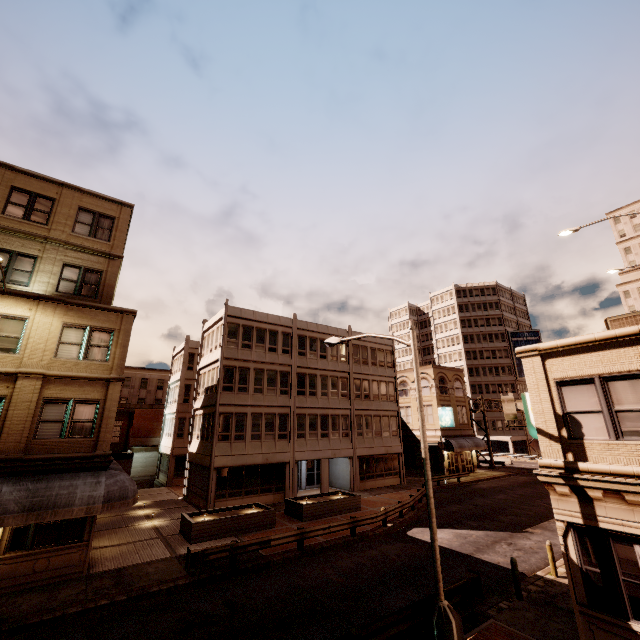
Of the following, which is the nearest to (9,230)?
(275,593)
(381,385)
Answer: (275,593)

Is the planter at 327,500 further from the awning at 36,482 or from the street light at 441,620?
the street light at 441,620

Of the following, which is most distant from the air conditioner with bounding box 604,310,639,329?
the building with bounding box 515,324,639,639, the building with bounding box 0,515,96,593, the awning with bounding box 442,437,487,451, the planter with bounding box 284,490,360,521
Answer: the awning with bounding box 442,437,487,451

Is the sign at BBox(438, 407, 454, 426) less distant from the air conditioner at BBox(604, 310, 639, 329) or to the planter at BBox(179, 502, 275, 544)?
the planter at BBox(179, 502, 275, 544)

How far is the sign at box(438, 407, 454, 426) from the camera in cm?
3856

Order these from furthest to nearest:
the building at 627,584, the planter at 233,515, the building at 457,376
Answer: the building at 457,376, the planter at 233,515, the building at 627,584

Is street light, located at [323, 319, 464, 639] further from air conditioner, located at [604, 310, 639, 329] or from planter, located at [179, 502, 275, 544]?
planter, located at [179, 502, 275, 544]

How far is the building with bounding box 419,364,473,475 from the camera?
39.72m
